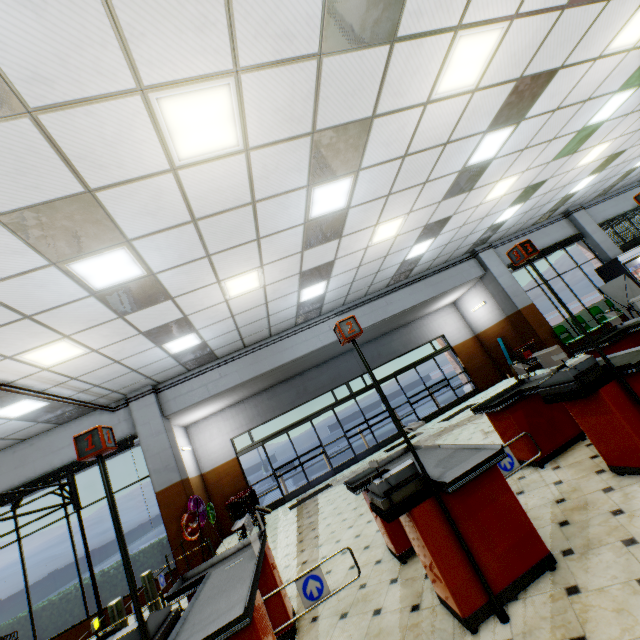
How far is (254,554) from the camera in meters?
3.3 m

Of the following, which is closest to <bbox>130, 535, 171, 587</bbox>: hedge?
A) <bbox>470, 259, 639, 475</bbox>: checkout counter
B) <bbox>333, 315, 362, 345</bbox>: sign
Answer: <bbox>470, 259, 639, 475</bbox>: checkout counter

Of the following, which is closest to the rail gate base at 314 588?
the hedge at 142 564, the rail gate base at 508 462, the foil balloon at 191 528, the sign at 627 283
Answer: the rail gate base at 508 462

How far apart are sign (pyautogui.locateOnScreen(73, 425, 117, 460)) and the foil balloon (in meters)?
5.83

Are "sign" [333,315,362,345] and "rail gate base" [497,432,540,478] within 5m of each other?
yes

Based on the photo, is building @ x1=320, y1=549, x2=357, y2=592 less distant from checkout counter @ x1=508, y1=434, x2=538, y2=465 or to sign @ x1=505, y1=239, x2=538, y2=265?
checkout counter @ x1=508, y1=434, x2=538, y2=465

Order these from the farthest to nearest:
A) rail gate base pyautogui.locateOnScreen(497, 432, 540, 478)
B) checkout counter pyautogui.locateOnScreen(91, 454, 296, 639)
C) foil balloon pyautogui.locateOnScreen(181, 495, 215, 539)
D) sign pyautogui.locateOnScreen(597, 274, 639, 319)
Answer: sign pyautogui.locateOnScreen(597, 274, 639, 319)
foil balloon pyautogui.locateOnScreen(181, 495, 215, 539)
rail gate base pyautogui.locateOnScreen(497, 432, 540, 478)
checkout counter pyautogui.locateOnScreen(91, 454, 296, 639)

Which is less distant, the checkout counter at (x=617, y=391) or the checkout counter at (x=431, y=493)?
the checkout counter at (x=431, y=493)
